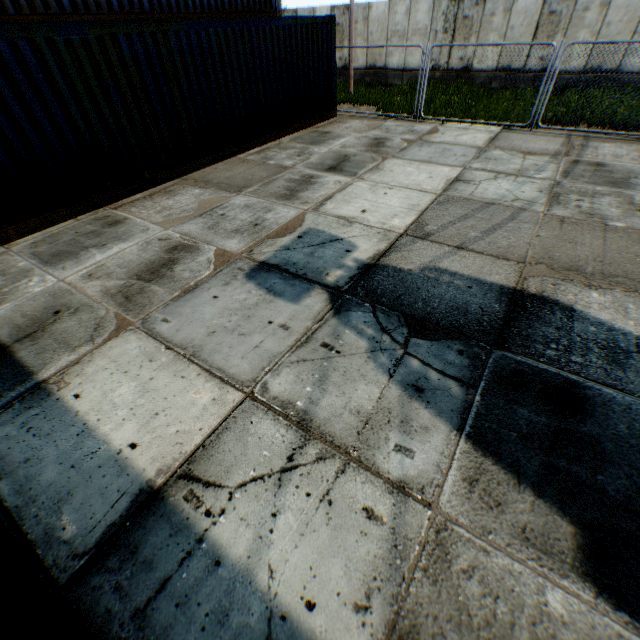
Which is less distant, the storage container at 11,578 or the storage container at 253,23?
the storage container at 11,578

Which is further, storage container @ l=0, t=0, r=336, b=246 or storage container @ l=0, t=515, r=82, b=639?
storage container @ l=0, t=0, r=336, b=246

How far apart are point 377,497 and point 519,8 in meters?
21.4 m
